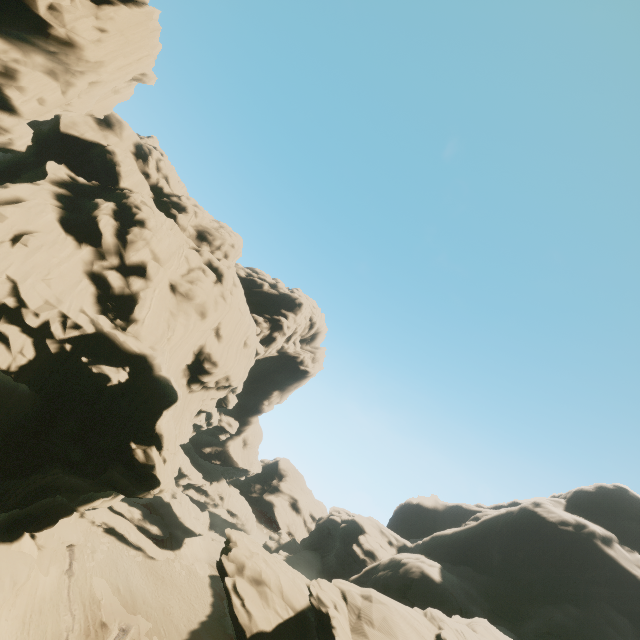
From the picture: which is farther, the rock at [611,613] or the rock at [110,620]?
the rock at [110,620]

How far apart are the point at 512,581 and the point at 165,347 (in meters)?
50.81

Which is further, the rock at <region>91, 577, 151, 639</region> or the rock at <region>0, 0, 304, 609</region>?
the rock at <region>91, 577, 151, 639</region>

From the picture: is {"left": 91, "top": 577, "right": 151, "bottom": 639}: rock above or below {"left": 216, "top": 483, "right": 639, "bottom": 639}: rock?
below

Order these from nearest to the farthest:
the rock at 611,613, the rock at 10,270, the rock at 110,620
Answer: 1. the rock at 10,270
2. the rock at 611,613
3. the rock at 110,620
